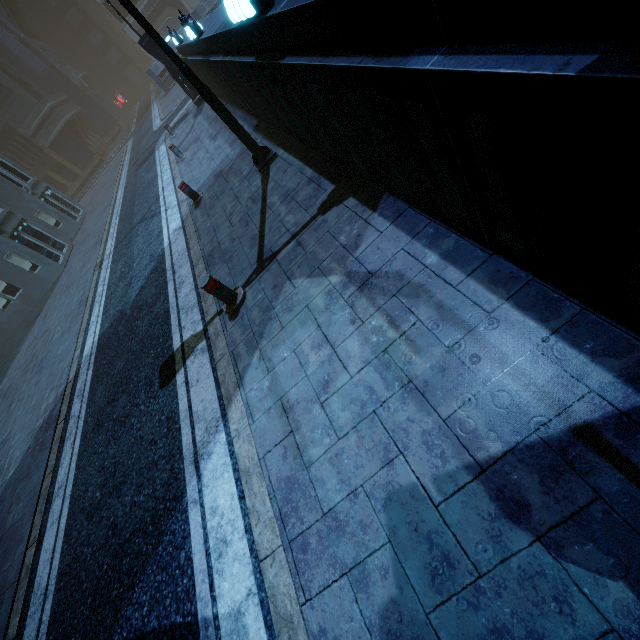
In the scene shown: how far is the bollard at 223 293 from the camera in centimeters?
462cm

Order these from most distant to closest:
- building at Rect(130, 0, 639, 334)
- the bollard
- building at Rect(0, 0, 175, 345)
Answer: building at Rect(0, 0, 175, 345), the bollard, building at Rect(130, 0, 639, 334)

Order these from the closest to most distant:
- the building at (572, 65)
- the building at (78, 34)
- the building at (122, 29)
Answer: the building at (572, 65), the building at (78, 34), the building at (122, 29)

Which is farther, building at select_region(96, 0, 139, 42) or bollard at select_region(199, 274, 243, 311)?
building at select_region(96, 0, 139, 42)

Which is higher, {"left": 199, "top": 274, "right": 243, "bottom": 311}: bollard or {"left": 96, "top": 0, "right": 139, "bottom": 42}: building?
{"left": 96, "top": 0, "right": 139, "bottom": 42}: building

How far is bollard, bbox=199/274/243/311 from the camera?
4.6 meters

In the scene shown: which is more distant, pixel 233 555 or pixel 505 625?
pixel 233 555

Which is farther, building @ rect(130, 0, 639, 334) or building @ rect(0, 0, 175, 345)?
building @ rect(0, 0, 175, 345)
